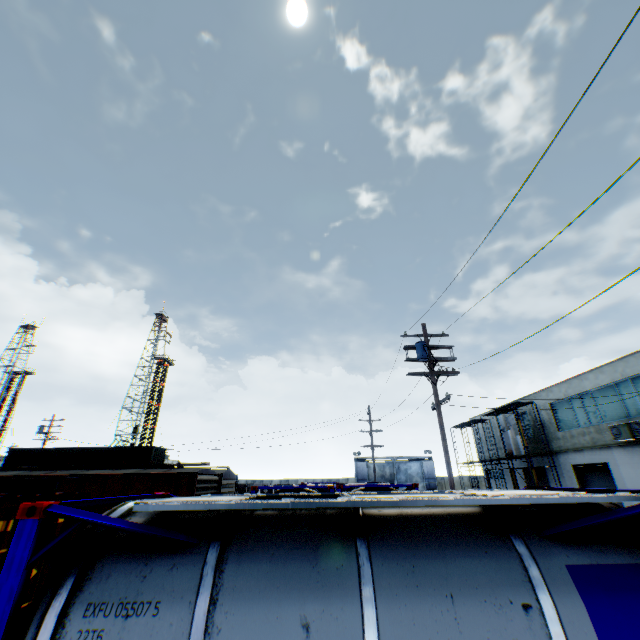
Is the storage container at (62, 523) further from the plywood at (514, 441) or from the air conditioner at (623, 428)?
the plywood at (514, 441)

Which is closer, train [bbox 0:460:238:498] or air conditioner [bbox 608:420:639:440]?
train [bbox 0:460:238:498]

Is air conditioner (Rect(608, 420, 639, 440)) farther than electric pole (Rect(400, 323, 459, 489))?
Yes

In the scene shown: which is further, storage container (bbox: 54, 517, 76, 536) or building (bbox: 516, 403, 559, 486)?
building (bbox: 516, 403, 559, 486)

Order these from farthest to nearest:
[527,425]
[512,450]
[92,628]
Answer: [527,425] < [512,450] < [92,628]

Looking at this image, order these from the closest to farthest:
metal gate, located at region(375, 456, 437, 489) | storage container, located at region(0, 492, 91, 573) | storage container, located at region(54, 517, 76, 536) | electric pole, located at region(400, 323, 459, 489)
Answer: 1. storage container, located at region(0, 492, 91, 573)
2. storage container, located at region(54, 517, 76, 536)
3. electric pole, located at region(400, 323, 459, 489)
4. metal gate, located at region(375, 456, 437, 489)

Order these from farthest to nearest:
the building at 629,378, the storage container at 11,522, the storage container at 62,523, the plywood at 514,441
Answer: the plywood at 514,441 < the building at 629,378 < the storage container at 62,523 < the storage container at 11,522

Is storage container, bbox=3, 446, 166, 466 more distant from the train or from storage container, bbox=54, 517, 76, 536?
storage container, bbox=54, 517, 76, 536
